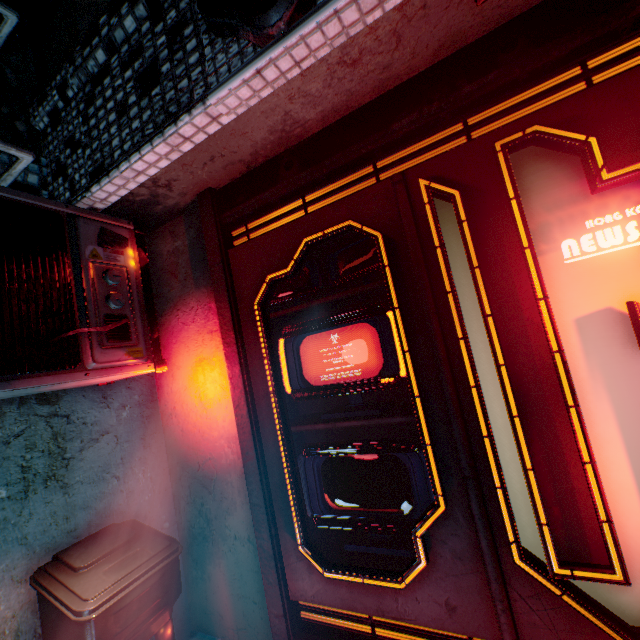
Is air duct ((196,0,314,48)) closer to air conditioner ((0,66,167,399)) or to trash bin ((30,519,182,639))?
air conditioner ((0,66,167,399))

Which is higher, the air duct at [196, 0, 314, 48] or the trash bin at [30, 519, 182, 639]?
the air duct at [196, 0, 314, 48]

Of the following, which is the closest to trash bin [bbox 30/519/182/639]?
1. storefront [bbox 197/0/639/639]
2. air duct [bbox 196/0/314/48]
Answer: storefront [bbox 197/0/639/639]

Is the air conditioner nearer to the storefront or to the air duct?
the storefront

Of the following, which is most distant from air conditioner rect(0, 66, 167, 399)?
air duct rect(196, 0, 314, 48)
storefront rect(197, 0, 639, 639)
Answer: air duct rect(196, 0, 314, 48)

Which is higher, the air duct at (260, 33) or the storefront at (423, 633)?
the air duct at (260, 33)

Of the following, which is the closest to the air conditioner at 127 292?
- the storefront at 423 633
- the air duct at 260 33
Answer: the storefront at 423 633

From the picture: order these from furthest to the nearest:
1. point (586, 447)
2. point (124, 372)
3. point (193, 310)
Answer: point (193, 310) < point (124, 372) < point (586, 447)
